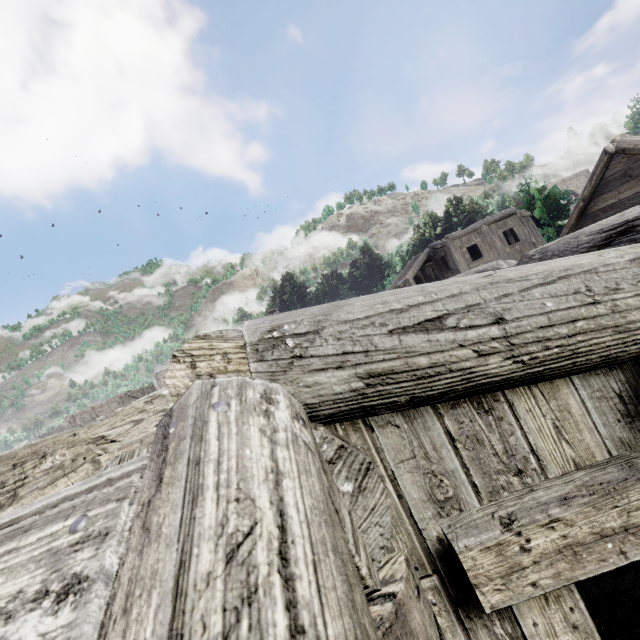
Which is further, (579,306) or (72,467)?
(72,467)
